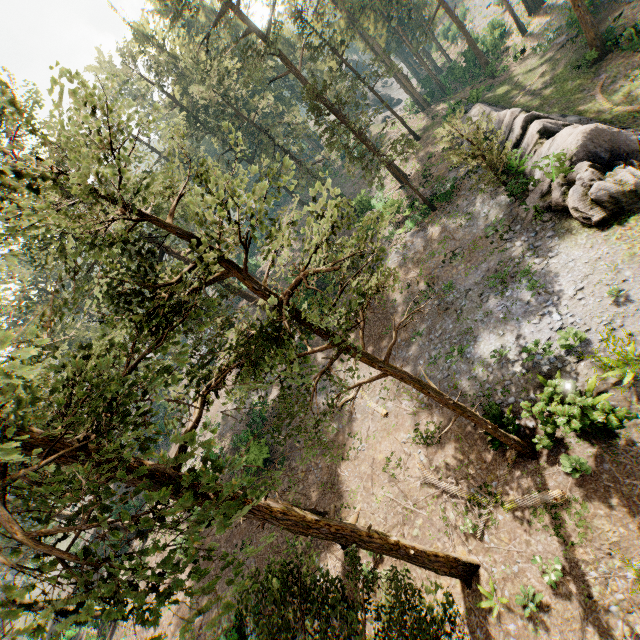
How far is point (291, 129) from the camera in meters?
34.2

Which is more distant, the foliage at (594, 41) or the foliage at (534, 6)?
the foliage at (534, 6)

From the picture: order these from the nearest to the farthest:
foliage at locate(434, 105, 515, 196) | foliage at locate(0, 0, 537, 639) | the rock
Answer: foliage at locate(0, 0, 537, 639) → the rock → foliage at locate(434, 105, 515, 196)

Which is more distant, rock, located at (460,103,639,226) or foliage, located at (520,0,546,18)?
foliage, located at (520,0,546,18)

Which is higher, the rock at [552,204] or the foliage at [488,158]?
the foliage at [488,158]

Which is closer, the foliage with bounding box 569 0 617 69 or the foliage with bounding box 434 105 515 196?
the foliage with bounding box 434 105 515 196

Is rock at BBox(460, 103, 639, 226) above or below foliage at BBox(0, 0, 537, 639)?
below

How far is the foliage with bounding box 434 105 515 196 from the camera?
18.5 meters
